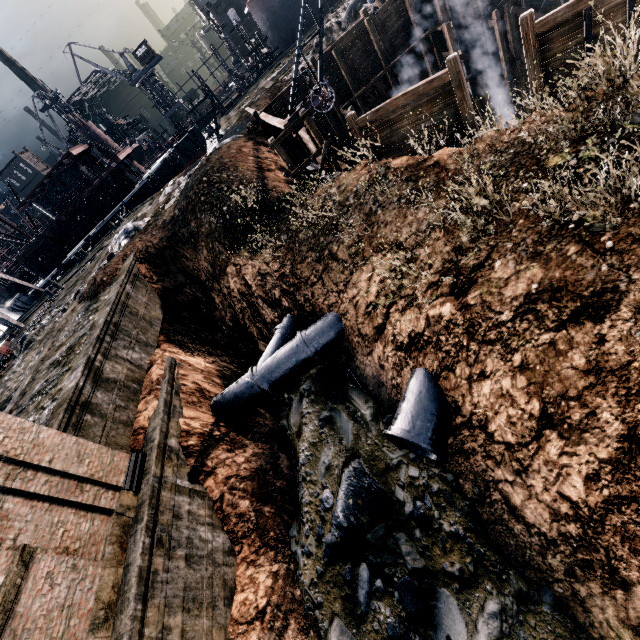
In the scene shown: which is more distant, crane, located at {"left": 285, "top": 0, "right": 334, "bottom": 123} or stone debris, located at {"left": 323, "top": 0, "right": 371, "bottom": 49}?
stone debris, located at {"left": 323, "top": 0, "right": 371, "bottom": 49}

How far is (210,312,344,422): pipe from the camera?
13.9m

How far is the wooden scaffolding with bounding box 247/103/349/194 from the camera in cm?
1691

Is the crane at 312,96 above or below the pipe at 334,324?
above

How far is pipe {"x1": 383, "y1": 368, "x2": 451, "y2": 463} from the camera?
8.9m

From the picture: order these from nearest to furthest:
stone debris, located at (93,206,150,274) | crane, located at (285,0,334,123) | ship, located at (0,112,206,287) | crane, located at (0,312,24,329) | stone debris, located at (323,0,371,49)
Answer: crane, located at (285,0,334,123), stone debris, located at (93,206,150,274), stone debris, located at (323,0,371,49), crane, located at (0,312,24,329), ship, located at (0,112,206,287)

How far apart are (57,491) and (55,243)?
49.6 meters

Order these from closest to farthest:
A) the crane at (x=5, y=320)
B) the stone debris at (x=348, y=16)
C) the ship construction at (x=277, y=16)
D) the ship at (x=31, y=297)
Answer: the stone debris at (x=348, y=16) < the crane at (x=5, y=320) < the ship construction at (x=277, y=16) < the ship at (x=31, y=297)
